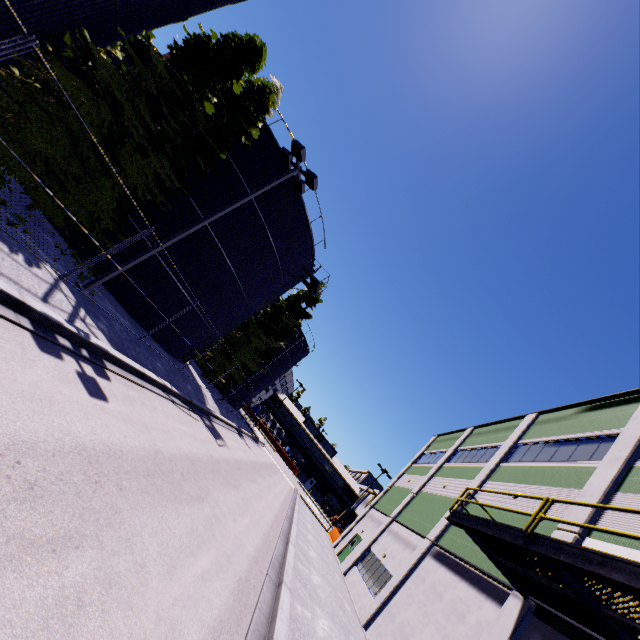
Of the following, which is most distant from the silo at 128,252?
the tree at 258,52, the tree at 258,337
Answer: the tree at 258,52

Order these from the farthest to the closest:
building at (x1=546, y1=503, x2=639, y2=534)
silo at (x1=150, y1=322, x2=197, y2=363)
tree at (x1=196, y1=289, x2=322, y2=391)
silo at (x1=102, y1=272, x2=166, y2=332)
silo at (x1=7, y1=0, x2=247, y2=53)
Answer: tree at (x1=196, y1=289, x2=322, y2=391) → silo at (x1=150, y1=322, x2=197, y2=363) → silo at (x1=102, y1=272, x2=166, y2=332) → building at (x1=546, y1=503, x2=639, y2=534) → silo at (x1=7, y1=0, x2=247, y2=53)

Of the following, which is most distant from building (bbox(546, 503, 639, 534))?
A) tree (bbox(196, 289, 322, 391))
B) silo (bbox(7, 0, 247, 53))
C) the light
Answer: the light

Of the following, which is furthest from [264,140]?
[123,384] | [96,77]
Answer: [123,384]

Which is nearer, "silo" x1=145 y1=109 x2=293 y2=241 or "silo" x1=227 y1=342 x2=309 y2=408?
"silo" x1=145 y1=109 x2=293 y2=241

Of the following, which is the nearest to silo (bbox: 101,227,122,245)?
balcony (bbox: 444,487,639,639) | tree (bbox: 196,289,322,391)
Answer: tree (bbox: 196,289,322,391)

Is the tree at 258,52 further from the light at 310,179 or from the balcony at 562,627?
the balcony at 562,627

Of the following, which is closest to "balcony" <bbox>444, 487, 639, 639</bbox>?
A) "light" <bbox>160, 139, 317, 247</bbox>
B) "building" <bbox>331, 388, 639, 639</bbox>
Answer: "building" <bbox>331, 388, 639, 639</bbox>
